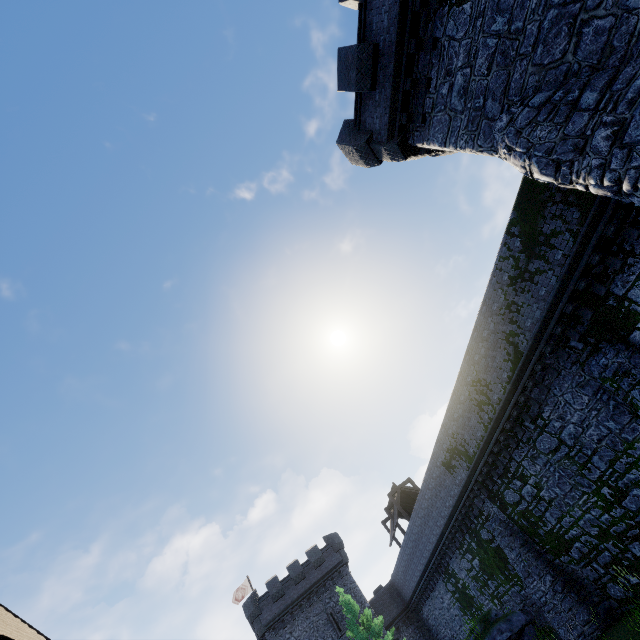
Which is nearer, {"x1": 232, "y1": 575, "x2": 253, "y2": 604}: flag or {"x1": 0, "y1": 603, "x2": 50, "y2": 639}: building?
Answer: {"x1": 0, "y1": 603, "x2": 50, "y2": 639}: building

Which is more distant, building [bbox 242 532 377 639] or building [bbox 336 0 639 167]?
building [bbox 242 532 377 639]

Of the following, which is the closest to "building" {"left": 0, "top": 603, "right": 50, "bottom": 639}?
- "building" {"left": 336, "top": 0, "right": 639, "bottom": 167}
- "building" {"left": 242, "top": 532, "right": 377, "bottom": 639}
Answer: "building" {"left": 336, "top": 0, "right": 639, "bottom": 167}

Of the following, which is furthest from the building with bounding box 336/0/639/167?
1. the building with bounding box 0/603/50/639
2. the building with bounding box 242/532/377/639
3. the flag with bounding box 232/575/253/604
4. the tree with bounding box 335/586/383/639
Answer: the flag with bounding box 232/575/253/604

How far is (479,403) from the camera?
16.8 meters

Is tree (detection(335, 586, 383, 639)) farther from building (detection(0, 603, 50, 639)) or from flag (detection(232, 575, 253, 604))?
building (detection(0, 603, 50, 639))

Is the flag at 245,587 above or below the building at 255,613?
above

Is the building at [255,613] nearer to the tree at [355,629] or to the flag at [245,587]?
the flag at [245,587]
